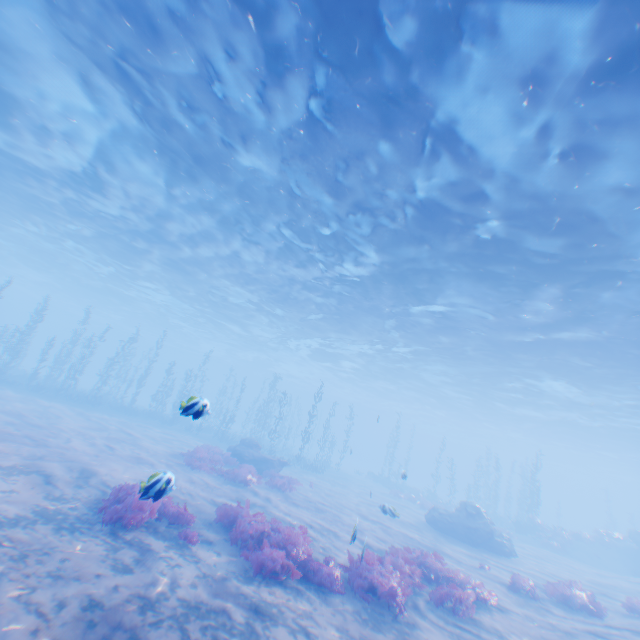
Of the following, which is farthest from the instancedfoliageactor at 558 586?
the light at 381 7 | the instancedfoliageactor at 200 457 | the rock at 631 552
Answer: the rock at 631 552

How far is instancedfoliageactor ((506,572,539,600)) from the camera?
12.02m

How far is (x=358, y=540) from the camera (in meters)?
12.60

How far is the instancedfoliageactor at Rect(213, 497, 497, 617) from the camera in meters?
7.8

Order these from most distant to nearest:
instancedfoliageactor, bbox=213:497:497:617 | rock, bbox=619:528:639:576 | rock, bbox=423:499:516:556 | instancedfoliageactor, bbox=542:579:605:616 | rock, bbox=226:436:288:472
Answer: rock, bbox=619:528:639:576, rock, bbox=226:436:288:472, rock, bbox=423:499:516:556, instancedfoliageactor, bbox=542:579:605:616, instancedfoliageactor, bbox=213:497:497:617

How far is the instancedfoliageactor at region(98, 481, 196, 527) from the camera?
6.39m

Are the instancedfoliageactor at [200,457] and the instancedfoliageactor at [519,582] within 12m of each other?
yes

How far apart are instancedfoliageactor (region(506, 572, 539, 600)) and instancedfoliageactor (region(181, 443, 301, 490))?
11.2 meters
